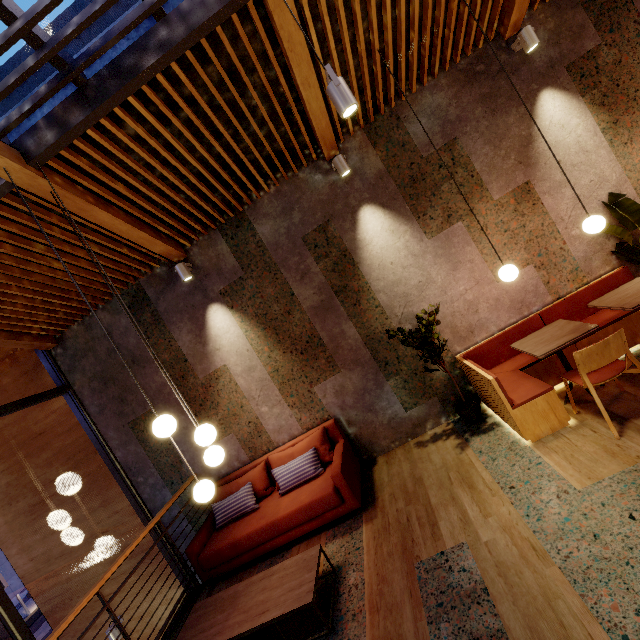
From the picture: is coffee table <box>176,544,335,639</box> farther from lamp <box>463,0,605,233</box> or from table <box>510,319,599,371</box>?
lamp <box>463,0,605,233</box>

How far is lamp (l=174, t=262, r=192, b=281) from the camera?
4.6 meters

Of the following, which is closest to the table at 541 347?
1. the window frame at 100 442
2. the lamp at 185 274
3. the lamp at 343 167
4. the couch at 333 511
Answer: the couch at 333 511

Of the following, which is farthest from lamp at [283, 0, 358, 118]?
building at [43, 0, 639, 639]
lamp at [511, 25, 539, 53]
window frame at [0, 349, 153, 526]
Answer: window frame at [0, 349, 153, 526]

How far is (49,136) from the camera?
2.8 meters

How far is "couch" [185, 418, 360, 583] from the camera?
3.8m

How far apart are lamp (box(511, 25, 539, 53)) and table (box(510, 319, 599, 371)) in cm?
332

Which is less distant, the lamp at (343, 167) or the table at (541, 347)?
the table at (541, 347)
